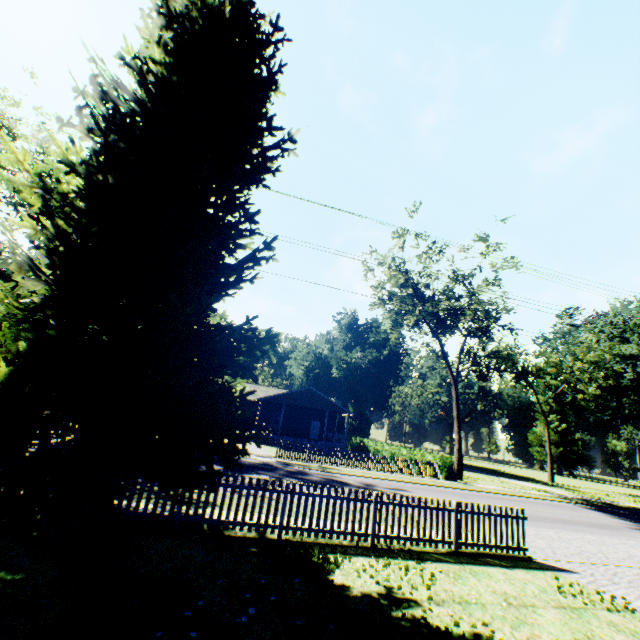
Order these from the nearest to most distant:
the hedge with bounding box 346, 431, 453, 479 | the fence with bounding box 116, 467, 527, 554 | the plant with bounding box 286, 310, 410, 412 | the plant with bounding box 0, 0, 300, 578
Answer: the plant with bounding box 0, 0, 300, 578 → the fence with bounding box 116, 467, 527, 554 → the hedge with bounding box 346, 431, 453, 479 → the plant with bounding box 286, 310, 410, 412

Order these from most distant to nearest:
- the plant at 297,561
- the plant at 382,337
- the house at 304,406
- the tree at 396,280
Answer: the plant at 382,337 < the house at 304,406 < the tree at 396,280 < the plant at 297,561

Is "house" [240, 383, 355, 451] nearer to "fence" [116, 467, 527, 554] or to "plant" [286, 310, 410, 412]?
"plant" [286, 310, 410, 412]

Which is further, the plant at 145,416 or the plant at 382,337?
the plant at 382,337

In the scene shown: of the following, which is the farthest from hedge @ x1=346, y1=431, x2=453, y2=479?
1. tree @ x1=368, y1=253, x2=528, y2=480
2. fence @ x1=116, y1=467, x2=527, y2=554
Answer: fence @ x1=116, y1=467, x2=527, y2=554

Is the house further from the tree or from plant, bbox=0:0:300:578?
plant, bbox=0:0:300:578

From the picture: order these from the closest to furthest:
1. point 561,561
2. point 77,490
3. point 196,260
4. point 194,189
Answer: point 77,490 < point 196,260 < point 194,189 < point 561,561
